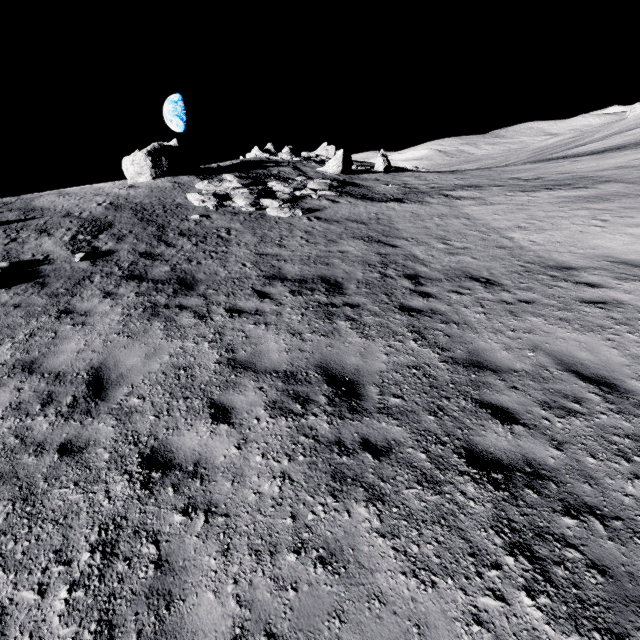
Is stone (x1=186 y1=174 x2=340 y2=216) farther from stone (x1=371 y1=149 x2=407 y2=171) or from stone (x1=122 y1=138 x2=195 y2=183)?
stone (x1=371 y1=149 x2=407 y2=171)

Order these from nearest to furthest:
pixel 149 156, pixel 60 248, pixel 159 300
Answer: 1. pixel 159 300
2. pixel 60 248
3. pixel 149 156

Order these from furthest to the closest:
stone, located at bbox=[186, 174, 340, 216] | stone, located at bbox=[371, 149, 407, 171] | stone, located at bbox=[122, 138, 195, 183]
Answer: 1. stone, located at bbox=[371, 149, 407, 171]
2. stone, located at bbox=[122, 138, 195, 183]
3. stone, located at bbox=[186, 174, 340, 216]

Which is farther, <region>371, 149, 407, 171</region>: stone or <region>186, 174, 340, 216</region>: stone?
<region>371, 149, 407, 171</region>: stone

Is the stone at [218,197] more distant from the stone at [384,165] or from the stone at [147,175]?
the stone at [384,165]

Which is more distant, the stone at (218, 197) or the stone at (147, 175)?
the stone at (147, 175)

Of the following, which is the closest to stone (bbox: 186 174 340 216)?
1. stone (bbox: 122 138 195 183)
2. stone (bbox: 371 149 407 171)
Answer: stone (bbox: 122 138 195 183)

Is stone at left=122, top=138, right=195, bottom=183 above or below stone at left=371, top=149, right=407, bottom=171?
above
